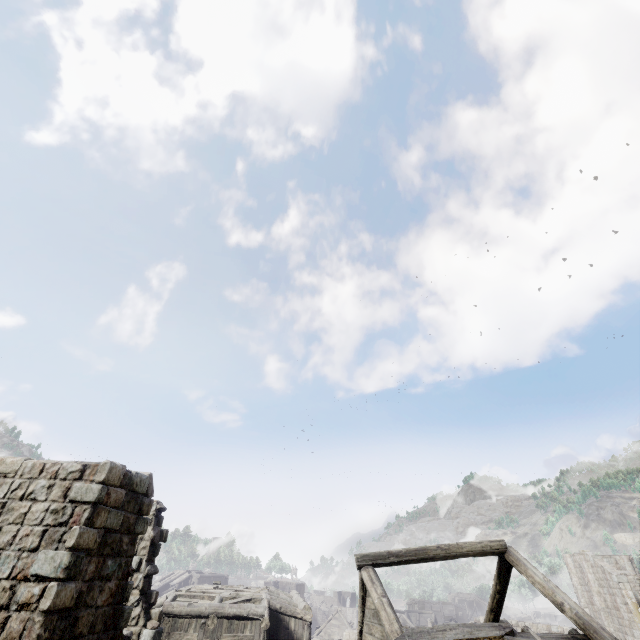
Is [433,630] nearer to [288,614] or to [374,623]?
[374,623]
